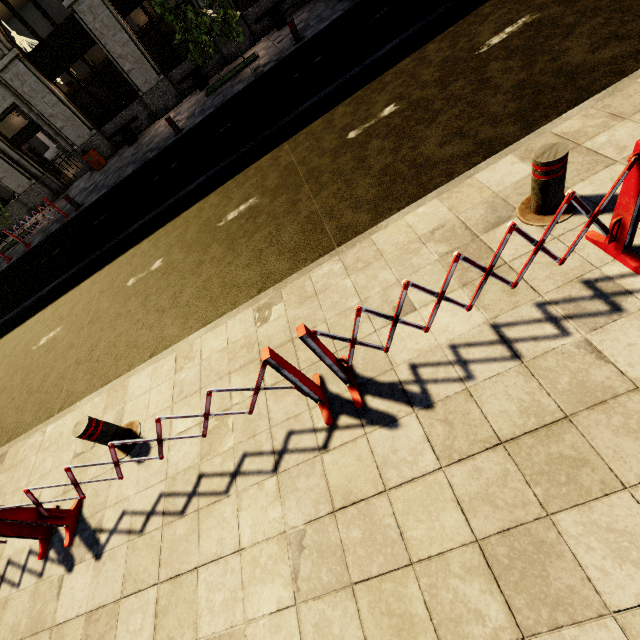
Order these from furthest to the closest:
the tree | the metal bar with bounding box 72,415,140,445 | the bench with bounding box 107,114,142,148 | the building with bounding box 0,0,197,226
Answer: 1. the bench with bounding box 107,114,142,148
2. the building with bounding box 0,0,197,226
3. the tree
4. the metal bar with bounding box 72,415,140,445

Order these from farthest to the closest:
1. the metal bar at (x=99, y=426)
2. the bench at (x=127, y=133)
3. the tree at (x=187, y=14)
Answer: the bench at (x=127, y=133), the tree at (x=187, y=14), the metal bar at (x=99, y=426)

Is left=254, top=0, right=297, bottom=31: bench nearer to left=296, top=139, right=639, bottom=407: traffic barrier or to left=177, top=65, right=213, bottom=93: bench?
left=177, top=65, right=213, bottom=93: bench

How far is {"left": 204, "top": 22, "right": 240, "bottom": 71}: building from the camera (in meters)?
13.20

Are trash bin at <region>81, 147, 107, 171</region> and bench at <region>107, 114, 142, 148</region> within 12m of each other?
yes

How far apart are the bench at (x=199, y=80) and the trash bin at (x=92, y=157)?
4.9m

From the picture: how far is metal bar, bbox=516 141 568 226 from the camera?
2.4 meters

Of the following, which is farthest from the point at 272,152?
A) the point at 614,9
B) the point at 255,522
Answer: the point at 255,522
